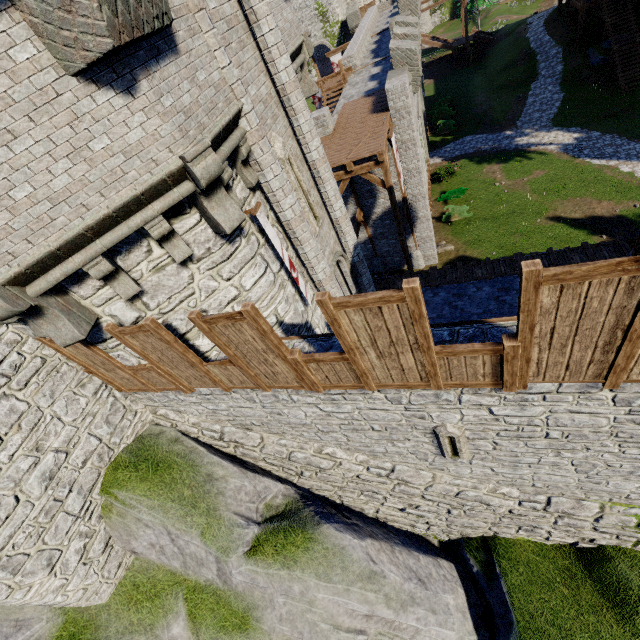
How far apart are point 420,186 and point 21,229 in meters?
17.6

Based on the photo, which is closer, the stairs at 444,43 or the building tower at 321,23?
the building tower at 321,23

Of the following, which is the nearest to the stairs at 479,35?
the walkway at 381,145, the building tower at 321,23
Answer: the building tower at 321,23

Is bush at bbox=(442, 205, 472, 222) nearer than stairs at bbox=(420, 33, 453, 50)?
Yes

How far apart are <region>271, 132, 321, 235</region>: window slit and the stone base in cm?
1272

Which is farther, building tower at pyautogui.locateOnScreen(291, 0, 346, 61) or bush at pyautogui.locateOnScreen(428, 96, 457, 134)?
building tower at pyautogui.locateOnScreen(291, 0, 346, 61)

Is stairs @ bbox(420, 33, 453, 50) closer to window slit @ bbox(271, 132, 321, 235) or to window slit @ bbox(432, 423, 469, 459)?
window slit @ bbox(271, 132, 321, 235)

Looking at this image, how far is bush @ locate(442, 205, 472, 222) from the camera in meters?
23.0
